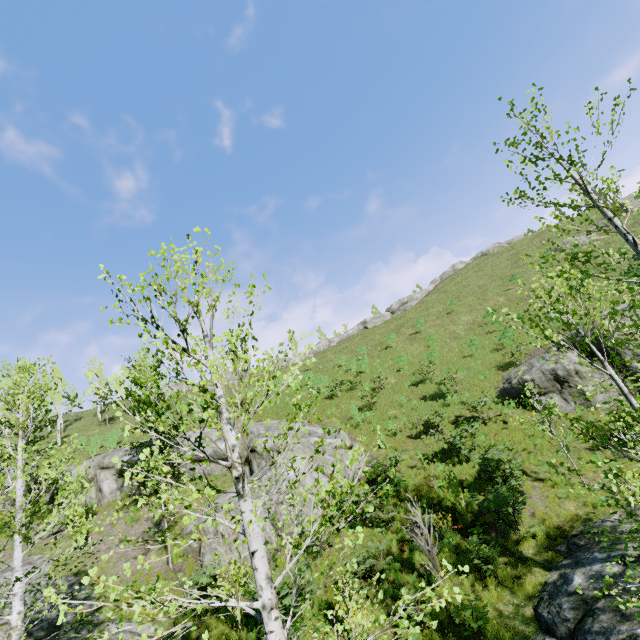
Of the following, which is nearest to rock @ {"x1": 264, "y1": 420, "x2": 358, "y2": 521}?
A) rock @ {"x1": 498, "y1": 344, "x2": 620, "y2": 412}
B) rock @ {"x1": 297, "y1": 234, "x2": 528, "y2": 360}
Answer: rock @ {"x1": 498, "y1": 344, "x2": 620, "y2": 412}

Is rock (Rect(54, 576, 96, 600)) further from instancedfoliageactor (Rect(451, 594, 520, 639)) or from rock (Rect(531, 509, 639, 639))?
rock (Rect(531, 509, 639, 639))

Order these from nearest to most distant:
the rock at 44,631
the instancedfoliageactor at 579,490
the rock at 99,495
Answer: the instancedfoliageactor at 579,490 → the rock at 44,631 → the rock at 99,495

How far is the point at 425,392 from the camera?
24.3 meters

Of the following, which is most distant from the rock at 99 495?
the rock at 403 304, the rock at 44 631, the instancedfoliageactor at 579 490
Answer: the rock at 403 304

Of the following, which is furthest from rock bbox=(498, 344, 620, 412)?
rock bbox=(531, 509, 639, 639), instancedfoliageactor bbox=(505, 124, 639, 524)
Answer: instancedfoliageactor bbox=(505, 124, 639, 524)

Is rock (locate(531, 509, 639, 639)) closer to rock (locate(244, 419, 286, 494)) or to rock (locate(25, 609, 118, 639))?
rock (locate(244, 419, 286, 494))

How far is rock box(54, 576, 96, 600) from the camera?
11.7m
